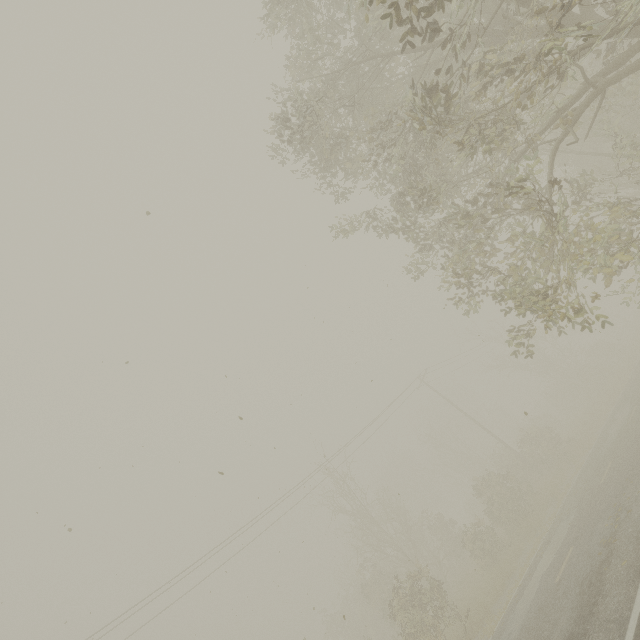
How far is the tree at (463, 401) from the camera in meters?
53.8 m

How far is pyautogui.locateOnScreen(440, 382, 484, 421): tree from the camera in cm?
5384

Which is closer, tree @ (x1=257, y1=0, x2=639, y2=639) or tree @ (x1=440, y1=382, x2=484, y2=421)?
tree @ (x1=257, y1=0, x2=639, y2=639)

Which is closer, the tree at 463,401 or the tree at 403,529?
the tree at 403,529

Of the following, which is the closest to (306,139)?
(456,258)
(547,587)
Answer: (456,258)
